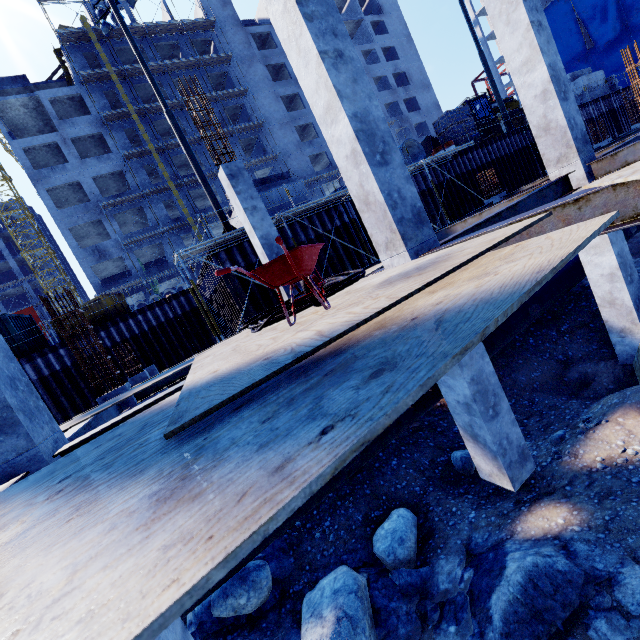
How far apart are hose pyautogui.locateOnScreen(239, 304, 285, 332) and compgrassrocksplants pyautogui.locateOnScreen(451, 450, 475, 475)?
4.6m

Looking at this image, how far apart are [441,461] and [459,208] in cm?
1568

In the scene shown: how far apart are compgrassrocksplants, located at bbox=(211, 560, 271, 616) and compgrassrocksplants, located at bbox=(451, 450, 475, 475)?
4.1 meters

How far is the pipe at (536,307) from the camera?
7.9 meters

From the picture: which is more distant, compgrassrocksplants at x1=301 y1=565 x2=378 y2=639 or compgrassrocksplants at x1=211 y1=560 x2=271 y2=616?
compgrassrocksplants at x1=211 y1=560 x2=271 y2=616

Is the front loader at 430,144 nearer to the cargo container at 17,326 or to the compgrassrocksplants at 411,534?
the compgrassrocksplants at 411,534

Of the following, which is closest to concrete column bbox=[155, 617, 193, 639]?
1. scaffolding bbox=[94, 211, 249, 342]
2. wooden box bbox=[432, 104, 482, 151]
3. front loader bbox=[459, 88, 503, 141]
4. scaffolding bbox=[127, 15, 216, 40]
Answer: scaffolding bbox=[94, 211, 249, 342]

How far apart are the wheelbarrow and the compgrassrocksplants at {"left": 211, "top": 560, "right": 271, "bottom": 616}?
4.96m
